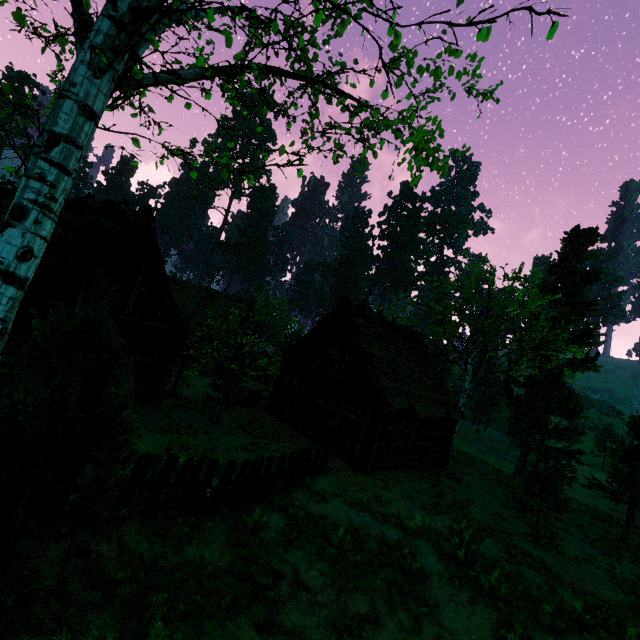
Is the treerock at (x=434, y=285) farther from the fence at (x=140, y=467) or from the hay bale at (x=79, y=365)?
the hay bale at (x=79, y=365)

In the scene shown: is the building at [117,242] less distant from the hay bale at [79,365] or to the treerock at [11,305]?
the treerock at [11,305]

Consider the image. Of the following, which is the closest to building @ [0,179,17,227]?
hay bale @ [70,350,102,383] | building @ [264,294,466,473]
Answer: hay bale @ [70,350,102,383]

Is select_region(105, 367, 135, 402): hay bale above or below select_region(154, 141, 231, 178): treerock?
below

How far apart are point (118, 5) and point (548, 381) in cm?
2720

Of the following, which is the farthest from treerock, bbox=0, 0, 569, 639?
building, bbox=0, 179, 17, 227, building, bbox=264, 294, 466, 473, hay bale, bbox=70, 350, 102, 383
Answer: hay bale, bbox=70, 350, 102, 383

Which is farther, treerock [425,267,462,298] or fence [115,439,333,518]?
treerock [425,267,462,298]

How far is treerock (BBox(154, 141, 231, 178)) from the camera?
5.43m
